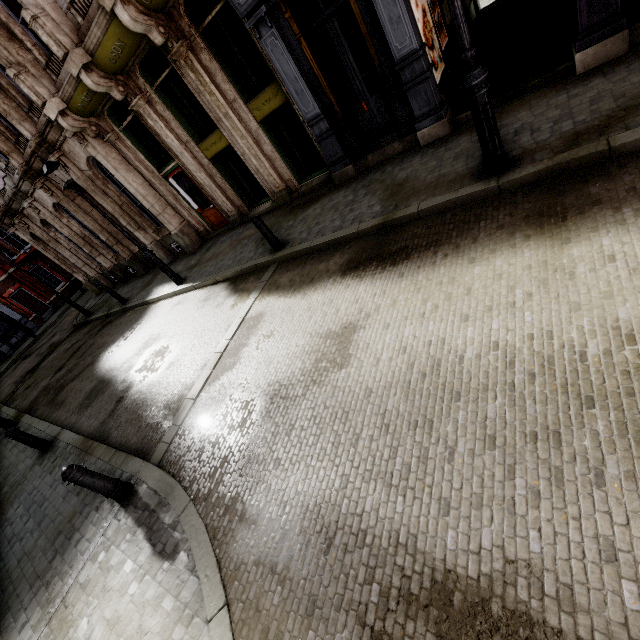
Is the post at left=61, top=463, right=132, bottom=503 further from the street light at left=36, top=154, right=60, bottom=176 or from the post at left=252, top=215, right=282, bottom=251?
the street light at left=36, top=154, right=60, bottom=176

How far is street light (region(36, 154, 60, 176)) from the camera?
8.6m

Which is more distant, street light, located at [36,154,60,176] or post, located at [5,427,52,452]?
street light, located at [36,154,60,176]

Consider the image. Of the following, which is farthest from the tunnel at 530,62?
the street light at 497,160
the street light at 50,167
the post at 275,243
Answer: the street light at 50,167

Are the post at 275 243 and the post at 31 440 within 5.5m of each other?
no

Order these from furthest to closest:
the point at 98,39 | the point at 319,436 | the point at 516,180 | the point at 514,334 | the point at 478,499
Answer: the point at 98,39, the point at 516,180, the point at 319,436, the point at 514,334, the point at 478,499

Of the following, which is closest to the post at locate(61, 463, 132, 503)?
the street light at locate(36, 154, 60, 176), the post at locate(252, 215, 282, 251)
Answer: the post at locate(252, 215, 282, 251)

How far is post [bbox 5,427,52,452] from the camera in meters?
7.6 m
